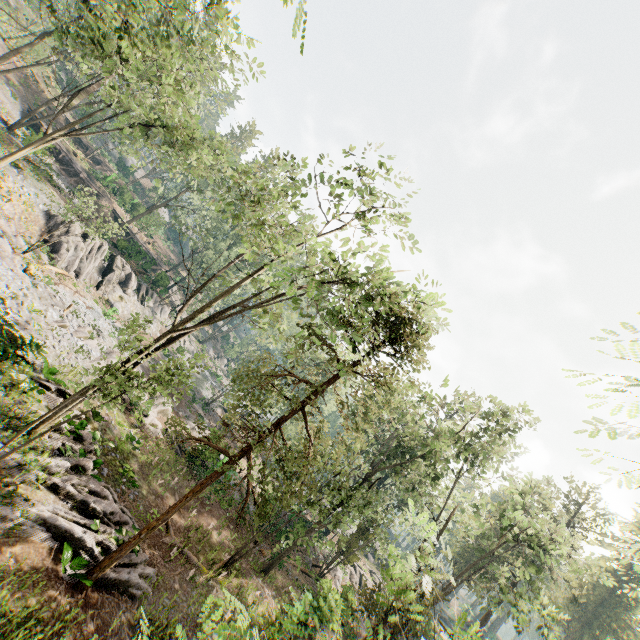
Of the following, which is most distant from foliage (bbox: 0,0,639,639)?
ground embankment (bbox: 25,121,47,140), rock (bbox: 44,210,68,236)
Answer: ground embankment (bbox: 25,121,47,140)

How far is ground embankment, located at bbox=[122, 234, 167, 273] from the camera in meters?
38.6

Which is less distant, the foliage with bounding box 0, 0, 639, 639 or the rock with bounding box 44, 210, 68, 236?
the foliage with bounding box 0, 0, 639, 639

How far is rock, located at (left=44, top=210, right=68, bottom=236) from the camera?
26.8m

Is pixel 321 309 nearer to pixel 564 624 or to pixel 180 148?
pixel 180 148

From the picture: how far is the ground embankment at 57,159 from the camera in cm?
3947

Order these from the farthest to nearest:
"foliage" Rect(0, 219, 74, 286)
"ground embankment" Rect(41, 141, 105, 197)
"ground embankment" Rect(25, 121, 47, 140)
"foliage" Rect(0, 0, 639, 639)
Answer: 1. "ground embankment" Rect(41, 141, 105, 197)
2. "ground embankment" Rect(25, 121, 47, 140)
3. "foliage" Rect(0, 219, 74, 286)
4. "foliage" Rect(0, 0, 639, 639)

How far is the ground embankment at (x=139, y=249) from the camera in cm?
3859
